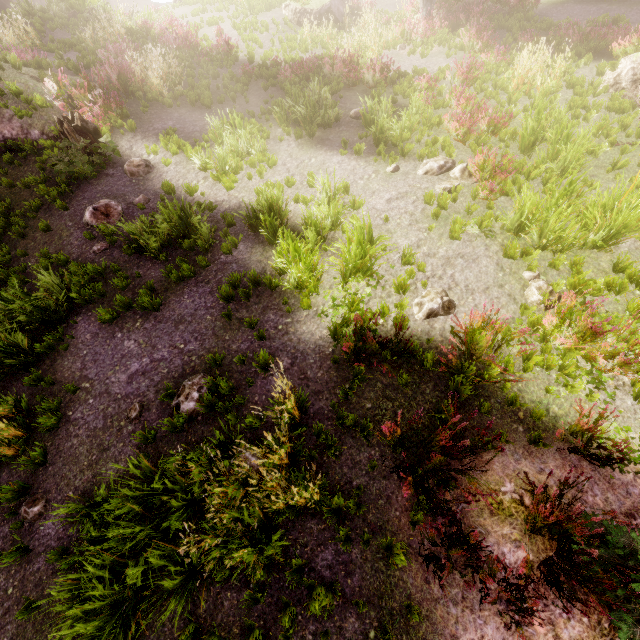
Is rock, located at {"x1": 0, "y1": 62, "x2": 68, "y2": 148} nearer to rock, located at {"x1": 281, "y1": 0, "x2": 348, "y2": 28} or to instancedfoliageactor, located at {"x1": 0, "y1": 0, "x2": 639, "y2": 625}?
instancedfoliageactor, located at {"x1": 0, "y1": 0, "x2": 639, "y2": 625}

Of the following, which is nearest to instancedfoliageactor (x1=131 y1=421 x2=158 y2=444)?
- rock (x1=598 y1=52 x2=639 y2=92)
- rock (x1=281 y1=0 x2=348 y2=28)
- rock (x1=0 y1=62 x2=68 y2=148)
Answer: rock (x1=0 y1=62 x2=68 y2=148)

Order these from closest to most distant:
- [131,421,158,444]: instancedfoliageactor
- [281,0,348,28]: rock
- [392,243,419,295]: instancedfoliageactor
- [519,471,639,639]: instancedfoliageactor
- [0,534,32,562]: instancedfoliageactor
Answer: [519,471,639,639]: instancedfoliageactor
[0,534,32,562]: instancedfoliageactor
[131,421,158,444]: instancedfoliageactor
[392,243,419,295]: instancedfoliageactor
[281,0,348,28]: rock

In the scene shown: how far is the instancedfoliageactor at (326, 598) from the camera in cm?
362

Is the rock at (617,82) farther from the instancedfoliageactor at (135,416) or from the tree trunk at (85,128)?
the tree trunk at (85,128)

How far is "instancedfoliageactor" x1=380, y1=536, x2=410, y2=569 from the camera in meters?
3.7 m

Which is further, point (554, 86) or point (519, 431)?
point (554, 86)

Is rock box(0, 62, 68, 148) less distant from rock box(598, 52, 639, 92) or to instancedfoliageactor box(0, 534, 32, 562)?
instancedfoliageactor box(0, 534, 32, 562)
